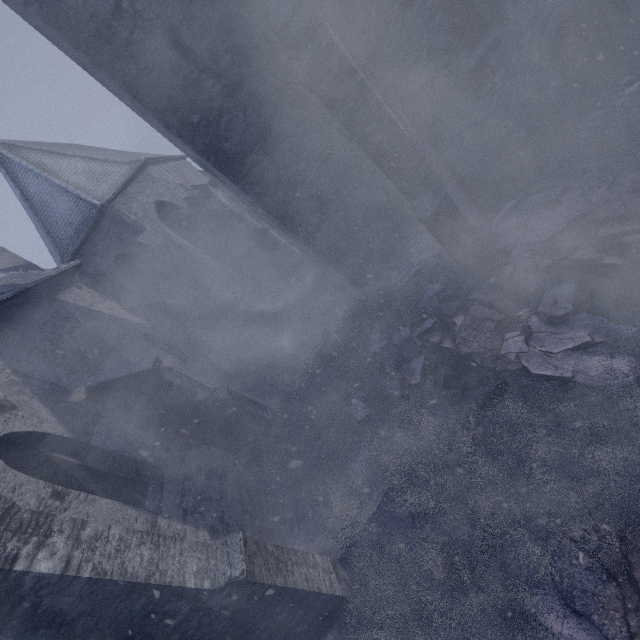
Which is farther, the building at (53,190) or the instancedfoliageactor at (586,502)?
the building at (53,190)

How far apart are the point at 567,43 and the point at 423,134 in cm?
357

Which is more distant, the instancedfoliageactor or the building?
the building

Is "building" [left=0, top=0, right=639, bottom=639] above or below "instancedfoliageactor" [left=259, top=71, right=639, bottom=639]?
above

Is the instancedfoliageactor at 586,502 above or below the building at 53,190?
below
